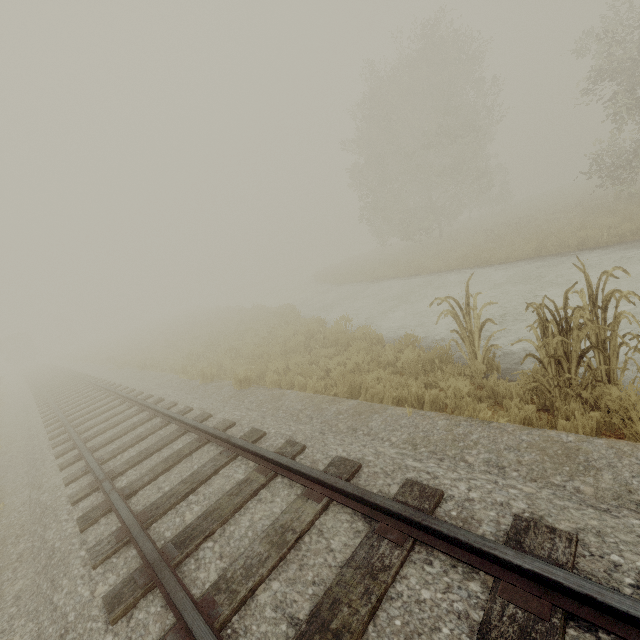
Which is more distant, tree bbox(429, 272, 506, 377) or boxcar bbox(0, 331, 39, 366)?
boxcar bbox(0, 331, 39, 366)

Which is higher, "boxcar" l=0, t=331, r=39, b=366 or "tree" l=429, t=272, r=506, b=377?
"boxcar" l=0, t=331, r=39, b=366

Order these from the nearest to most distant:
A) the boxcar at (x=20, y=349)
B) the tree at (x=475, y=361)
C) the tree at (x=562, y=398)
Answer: the tree at (x=562, y=398) < the tree at (x=475, y=361) < the boxcar at (x=20, y=349)

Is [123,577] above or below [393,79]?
below

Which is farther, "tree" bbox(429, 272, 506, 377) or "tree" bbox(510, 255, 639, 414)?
"tree" bbox(429, 272, 506, 377)

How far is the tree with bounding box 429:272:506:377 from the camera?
5.7 meters

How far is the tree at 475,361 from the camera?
5.7 meters
